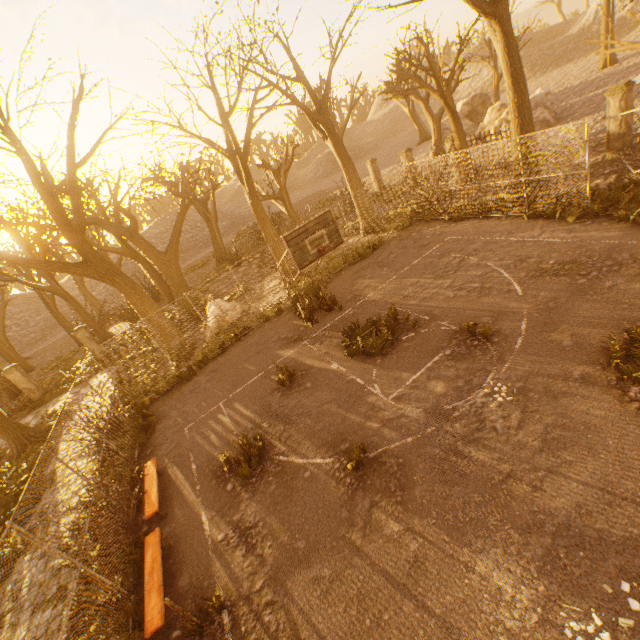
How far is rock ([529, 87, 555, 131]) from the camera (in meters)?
21.45

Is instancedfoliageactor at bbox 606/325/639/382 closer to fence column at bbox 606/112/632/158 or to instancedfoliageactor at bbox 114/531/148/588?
instancedfoliageactor at bbox 114/531/148/588

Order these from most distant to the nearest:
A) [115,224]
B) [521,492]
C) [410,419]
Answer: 1. [115,224]
2. [410,419]
3. [521,492]

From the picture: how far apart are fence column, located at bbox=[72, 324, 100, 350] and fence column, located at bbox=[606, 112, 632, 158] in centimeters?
2794cm

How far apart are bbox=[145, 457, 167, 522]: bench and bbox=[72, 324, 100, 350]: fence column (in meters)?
14.26

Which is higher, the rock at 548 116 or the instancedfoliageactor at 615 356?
the rock at 548 116

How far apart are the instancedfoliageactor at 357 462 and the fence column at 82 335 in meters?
19.7 m

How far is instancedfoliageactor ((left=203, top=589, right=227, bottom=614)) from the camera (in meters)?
5.28
